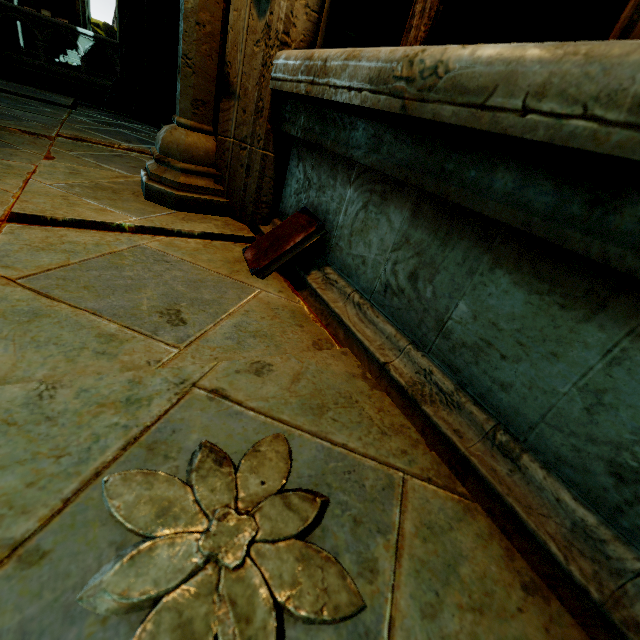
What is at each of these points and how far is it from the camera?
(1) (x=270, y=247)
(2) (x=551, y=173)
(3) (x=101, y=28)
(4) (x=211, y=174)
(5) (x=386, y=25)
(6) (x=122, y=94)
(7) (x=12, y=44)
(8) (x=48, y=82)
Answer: (1) book, 1.4m
(2) wall trim, 0.6m
(3) rock, 30.1m
(4) stone column, 1.7m
(5) archway, 1.5m
(6) building, 4.6m
(7) buttress, 10.8m
(8) wall decoration, 10.4m

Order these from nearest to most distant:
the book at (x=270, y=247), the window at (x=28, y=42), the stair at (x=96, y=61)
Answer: the book at (x=270, y=247)
the window at (x=28, y=42)
the stair at (x=96, y=61)

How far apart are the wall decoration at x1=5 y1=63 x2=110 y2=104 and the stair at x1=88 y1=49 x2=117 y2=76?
4.41m

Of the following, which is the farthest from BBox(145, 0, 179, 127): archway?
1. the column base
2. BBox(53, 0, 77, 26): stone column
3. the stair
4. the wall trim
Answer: BBox(53, 0, 77, 26): stone column

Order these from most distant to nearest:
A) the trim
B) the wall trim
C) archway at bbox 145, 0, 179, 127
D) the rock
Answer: the rock → the trim → archway at bbox 145, 0, 179, 127 → the wall trim

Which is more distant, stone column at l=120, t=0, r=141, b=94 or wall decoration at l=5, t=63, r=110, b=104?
wall decoration at l=5, t=63, r=110, b=104

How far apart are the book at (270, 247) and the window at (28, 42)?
19.28m

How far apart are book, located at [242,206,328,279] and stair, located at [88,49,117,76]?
18.6 meters
